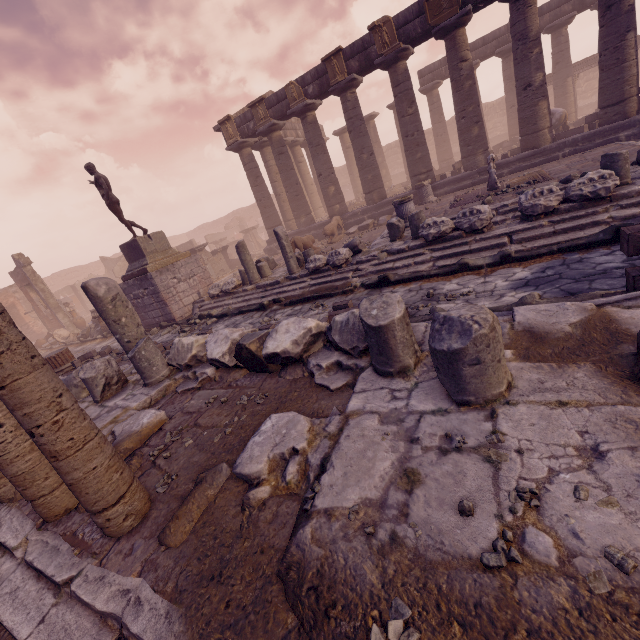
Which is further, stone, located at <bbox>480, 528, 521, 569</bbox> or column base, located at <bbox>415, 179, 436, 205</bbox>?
column base, located at <bbox>415, 179, 436, 205</bbox>

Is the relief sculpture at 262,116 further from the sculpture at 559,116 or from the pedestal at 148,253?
the sculpture at 559,116

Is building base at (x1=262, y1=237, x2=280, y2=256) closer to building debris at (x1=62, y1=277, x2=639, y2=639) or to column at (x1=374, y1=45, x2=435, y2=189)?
column at (x1=374, y1=45, x2=435, y2=189)

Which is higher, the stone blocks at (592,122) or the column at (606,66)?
the column at (606,66)

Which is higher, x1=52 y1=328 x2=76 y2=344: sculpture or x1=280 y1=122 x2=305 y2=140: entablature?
x1=280 y1=122 x2=305 y2=140: entablature

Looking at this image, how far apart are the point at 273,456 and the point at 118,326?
4.1 meters

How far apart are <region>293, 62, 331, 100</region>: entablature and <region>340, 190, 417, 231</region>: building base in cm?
529

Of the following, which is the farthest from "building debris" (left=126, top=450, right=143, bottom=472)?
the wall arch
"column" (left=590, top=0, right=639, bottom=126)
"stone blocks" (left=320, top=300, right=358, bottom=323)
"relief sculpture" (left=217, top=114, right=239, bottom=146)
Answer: the wall arch
